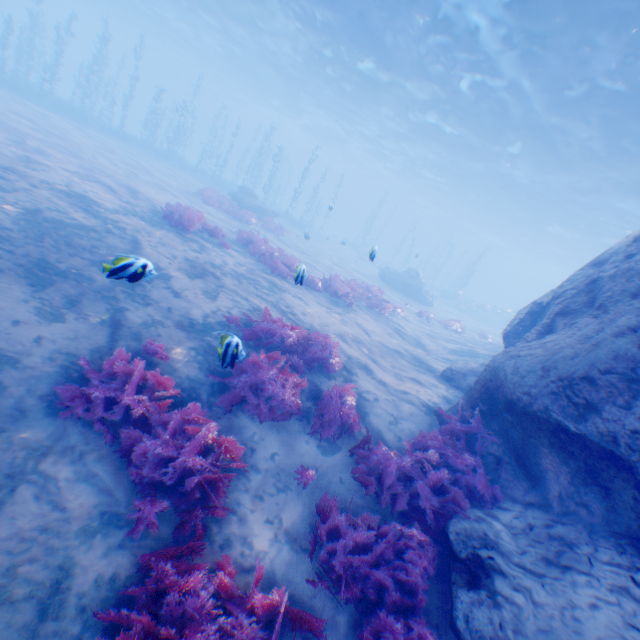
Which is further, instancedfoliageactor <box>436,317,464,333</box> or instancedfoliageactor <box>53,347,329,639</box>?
instancedfoliageactor <box>436,317,464,333</box>

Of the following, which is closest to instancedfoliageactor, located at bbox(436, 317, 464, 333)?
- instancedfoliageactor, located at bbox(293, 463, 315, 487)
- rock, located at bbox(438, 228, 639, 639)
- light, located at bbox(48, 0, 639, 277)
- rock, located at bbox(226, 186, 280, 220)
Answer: rock, located at bbox(438, 228, 639, 639)

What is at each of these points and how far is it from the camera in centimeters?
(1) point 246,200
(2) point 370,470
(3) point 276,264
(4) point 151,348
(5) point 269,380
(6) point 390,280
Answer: (1) rock, 2425cm
(2) instancedfoliageactor, 546cm
(3) instancedfoliageactor, 1218cm
(4) instancedfoliageactor, 562cm
(5) instancedfoliageactor, 618cm
(6) rock, 2698cm

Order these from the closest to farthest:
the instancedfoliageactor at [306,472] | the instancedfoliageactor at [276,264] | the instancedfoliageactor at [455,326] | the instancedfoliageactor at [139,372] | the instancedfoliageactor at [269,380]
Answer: the instancedfoliageactor at [139,372] < the instancedfoliageactor at [306,472] < the instancedfoliageactor at [269,380] < the instancedfoliageactor at [276,264] < the instancedfoliageactor at [455,326]

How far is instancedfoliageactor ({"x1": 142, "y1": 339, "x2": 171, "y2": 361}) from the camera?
5.67m

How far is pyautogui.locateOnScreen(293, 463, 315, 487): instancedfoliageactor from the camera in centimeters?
518cm

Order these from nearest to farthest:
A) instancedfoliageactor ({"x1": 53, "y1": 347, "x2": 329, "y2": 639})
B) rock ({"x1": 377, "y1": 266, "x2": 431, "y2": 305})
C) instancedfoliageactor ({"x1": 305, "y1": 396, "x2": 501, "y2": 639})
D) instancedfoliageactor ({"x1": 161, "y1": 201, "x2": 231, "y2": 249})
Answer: instancedfoliageactor ({"x1": 53, "y1": 347, "x2": 329, "y2": 639})
instancedfoliageactor ({"x1": 305, "y1": 396, "x2": 501, "y2": 639})
instancedfoliageactor ({"x1": 161, "y1": 201, "x2": 231, "y2": 249})
rock ({"x1": 377, "y1": 266, "x2": 431, "y2": 305})

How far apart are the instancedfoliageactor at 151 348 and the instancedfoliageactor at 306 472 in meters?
2.8 m
